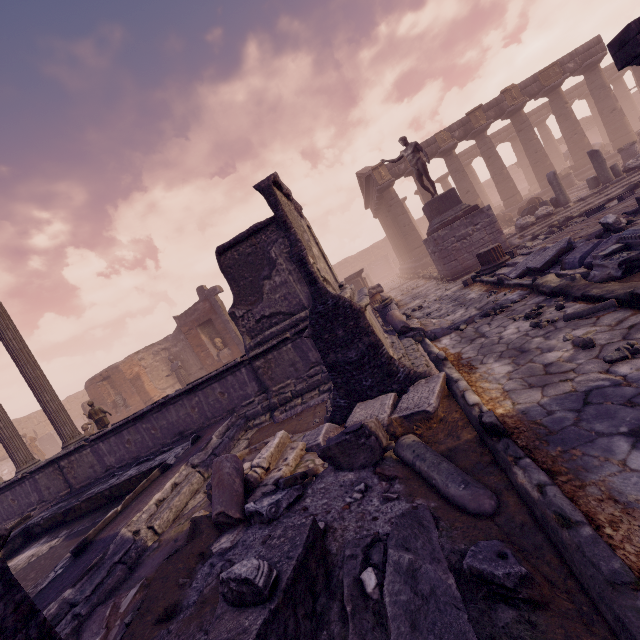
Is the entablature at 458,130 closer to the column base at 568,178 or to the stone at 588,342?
the column base at 568,178

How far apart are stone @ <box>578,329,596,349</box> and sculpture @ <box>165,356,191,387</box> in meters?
17.3 m

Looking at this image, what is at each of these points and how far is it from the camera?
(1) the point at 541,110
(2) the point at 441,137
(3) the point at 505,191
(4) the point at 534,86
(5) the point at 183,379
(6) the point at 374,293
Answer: (1) entablature, 28.4m
(2) relief sculpture, 20.4m
(3) column, 20.6m
(4) entablature, 19.4m
(5) sculpture, 17.7m
(6) column piece, 13.4m

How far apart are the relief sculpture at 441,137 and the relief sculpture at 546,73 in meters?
5.6 m

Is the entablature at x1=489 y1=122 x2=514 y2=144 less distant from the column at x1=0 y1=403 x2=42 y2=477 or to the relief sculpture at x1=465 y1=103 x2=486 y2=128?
the relief sculpture at x1=465 y1=103 x2=486 y2=128

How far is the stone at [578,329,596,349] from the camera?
3.61m

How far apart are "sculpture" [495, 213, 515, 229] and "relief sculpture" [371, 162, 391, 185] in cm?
687

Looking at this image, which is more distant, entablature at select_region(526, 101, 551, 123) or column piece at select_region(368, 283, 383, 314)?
entablature at select_region(526, 101, 551, 123)
